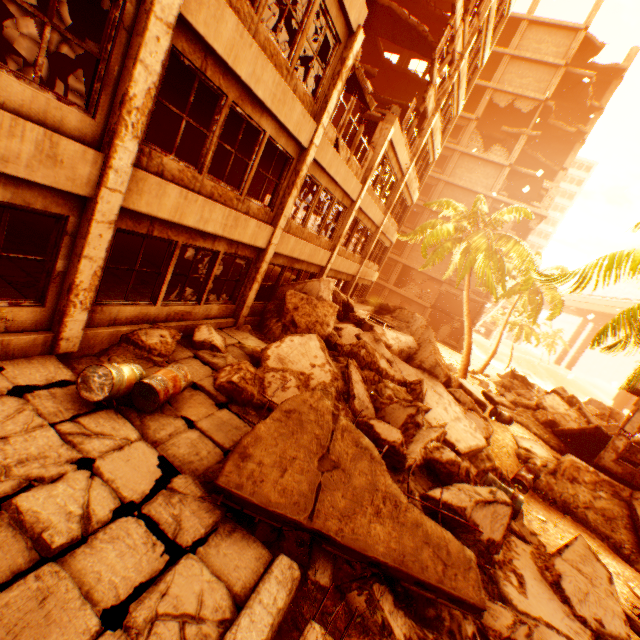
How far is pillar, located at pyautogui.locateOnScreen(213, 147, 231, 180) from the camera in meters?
15.9

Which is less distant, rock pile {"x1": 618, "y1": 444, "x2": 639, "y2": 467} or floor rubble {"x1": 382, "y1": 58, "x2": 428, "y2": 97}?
rock pile {"x1": 618, "y1": 444, "x2": 639, "y2": 467}

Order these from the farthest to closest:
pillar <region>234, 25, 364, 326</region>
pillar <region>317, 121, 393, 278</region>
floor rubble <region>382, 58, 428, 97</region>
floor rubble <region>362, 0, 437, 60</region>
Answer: floor rubble <region>382, 58, 428, 97</region>
floor rubble <region>362, 0, 437, 60</region>
pillar <region>317, 121, 393, 278</region>
pillar <region>234, 25, 364, 326</region>

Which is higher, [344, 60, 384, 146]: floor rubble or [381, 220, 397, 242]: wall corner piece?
[344, 60, 384, 146]: floor rubble

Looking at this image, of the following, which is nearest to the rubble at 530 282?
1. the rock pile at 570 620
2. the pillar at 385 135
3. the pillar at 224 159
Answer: the rock pile at 570 620

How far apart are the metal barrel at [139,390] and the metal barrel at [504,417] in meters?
12.2 m

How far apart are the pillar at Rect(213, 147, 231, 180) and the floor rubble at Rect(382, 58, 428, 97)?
11.55m

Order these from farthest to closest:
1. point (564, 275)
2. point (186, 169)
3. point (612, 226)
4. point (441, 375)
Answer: point (612, 226) < point (441, 375) < point (564, 275) < point (186, 169)
